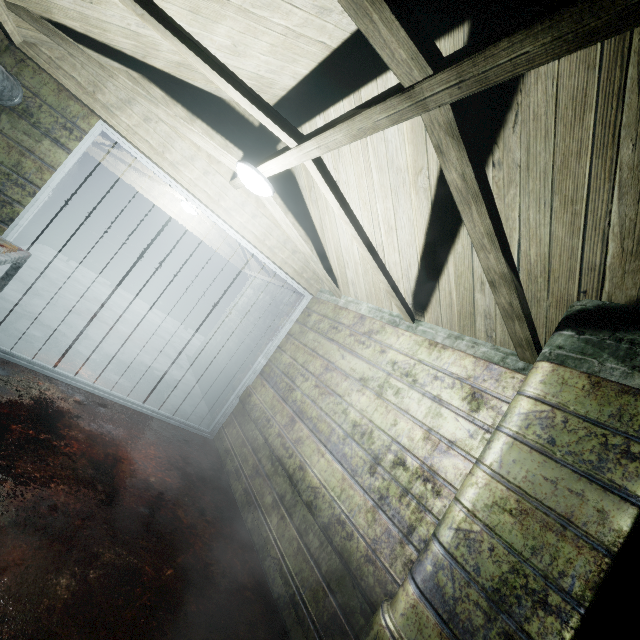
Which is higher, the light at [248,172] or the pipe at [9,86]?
the light at [248,172]

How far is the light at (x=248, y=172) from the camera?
2.3 meters

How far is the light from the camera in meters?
2.3

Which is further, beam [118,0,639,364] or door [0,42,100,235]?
door [0,42,100,235]

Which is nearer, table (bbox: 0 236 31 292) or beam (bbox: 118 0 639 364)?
beam (bbox: 118 0 639 364)

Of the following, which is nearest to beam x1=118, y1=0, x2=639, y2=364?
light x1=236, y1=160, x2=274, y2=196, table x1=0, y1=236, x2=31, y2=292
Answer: light x1=236, y1=160, x2=274, y2=196

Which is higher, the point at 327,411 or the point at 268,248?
the point at 268,248

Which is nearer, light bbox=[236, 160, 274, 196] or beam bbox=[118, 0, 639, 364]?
beam bbox=[118, 0, 639, 364]
